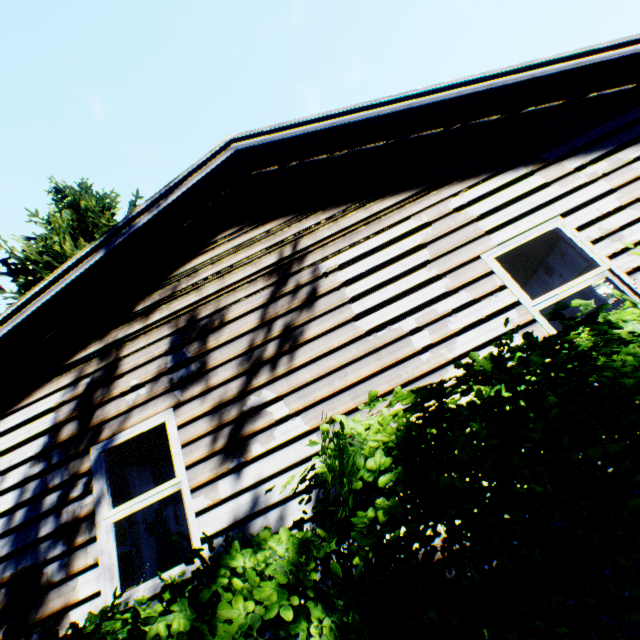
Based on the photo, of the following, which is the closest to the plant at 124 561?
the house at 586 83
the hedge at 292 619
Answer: the house at 586 83

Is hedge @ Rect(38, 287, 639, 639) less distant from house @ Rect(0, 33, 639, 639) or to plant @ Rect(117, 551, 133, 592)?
house @ Rect(0, 33, 639, 639)

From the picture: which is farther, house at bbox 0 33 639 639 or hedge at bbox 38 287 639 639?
house at bbox 0 33 639 639

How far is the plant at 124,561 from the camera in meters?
7.7

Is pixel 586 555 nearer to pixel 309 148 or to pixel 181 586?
pixel 181 586

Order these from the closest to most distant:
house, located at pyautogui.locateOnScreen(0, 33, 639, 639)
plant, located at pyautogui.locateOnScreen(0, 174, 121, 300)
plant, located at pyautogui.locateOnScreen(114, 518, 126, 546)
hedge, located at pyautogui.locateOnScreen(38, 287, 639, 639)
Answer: hedge, located at pyautogui.locateOnScreen(38, 287, 639, 639)
house, located at pyautogui.locateOnScreen(0, 33, 639, 639)
plant, located at pyautogui.locateOnScreen(114, 518, 126, 546)
plant, located at pyautogui.locateOnScreen(0, 174, 121, 300)

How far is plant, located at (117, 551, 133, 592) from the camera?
7.7m
